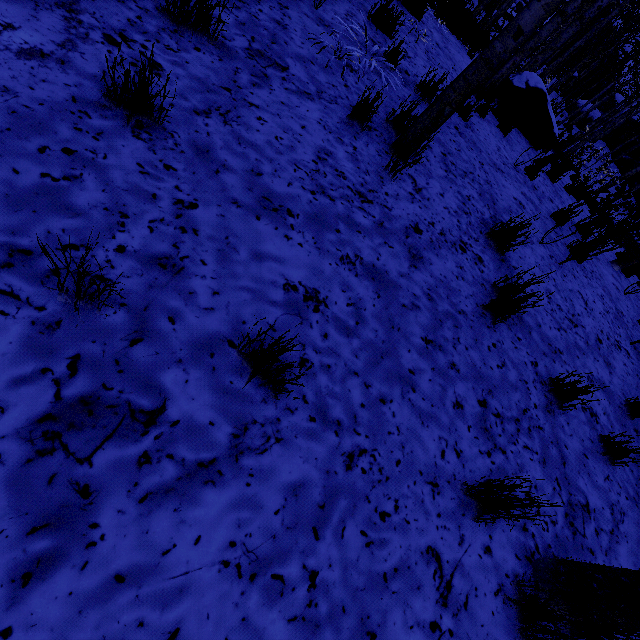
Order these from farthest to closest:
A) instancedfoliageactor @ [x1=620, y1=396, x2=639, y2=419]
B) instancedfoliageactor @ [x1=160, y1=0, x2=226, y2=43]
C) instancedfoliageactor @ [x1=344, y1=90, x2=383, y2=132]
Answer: instancedfoliageactor @ [x1=620, y1=396, x2=639, y2=419] → instancedfoliageactor @ [x1=344, y1=90, x2=383, y2=132] → instancedfoliageactor @ [x1=160, y1=0, x2=226, y2=43]

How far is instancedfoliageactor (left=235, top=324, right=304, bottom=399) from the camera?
1.29m

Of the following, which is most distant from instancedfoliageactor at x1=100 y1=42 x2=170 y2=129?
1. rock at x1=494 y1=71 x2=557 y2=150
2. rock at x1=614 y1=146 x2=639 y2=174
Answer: rock at x1=494 y1=71 x2=557 y2=150

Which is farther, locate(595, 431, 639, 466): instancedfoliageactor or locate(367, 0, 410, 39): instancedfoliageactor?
locate(367, 0, 410, 39): instancedfoliageactor

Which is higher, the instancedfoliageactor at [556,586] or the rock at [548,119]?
the rock at [548,119]

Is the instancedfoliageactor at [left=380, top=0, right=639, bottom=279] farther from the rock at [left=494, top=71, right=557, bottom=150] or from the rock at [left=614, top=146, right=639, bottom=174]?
the rock at [left=494, top=71, right=557, bottom=150]

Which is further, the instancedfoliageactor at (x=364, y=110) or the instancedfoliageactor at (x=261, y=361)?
the instancedfoliageactor at (x=364, y=110)

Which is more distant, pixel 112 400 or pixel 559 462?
pixel 559 462
